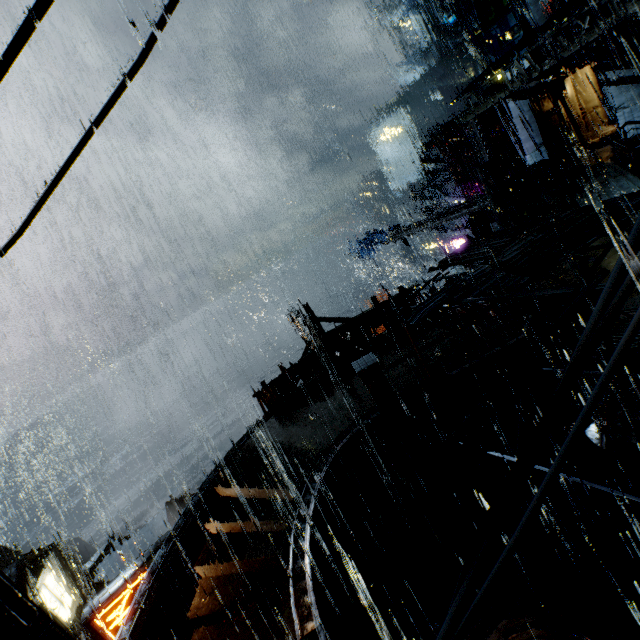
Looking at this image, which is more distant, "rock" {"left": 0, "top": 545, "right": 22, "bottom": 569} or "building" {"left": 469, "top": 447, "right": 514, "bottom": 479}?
"rock" {"left": 0, "top": 545, "right": 22, "bottom": 569}

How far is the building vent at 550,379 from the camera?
10.0m

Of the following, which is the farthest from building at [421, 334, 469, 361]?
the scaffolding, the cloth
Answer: the cloth

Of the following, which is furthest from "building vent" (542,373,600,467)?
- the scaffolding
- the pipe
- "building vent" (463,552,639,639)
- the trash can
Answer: the trash can

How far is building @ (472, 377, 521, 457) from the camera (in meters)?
10.52

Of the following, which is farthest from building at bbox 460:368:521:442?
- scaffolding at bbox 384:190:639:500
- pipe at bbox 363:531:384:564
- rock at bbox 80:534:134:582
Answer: rock at bbox 80:534:134:582

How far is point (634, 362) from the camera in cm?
841

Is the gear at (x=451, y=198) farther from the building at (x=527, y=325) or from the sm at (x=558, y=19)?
the sm at (x=558, y=19)
